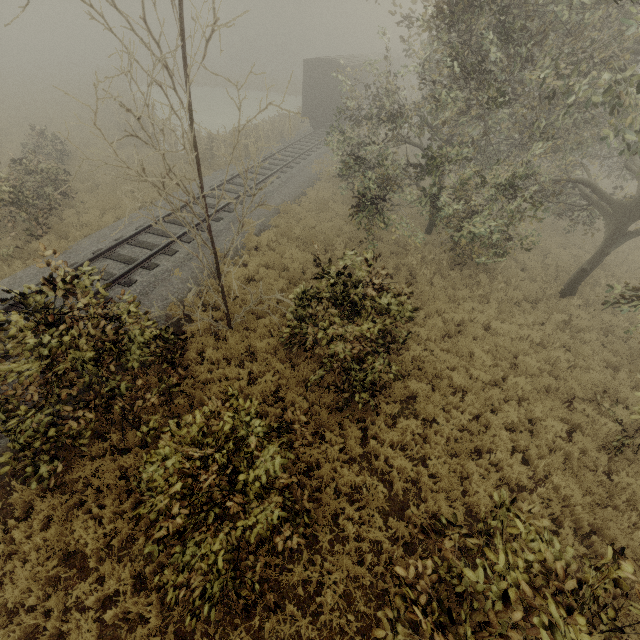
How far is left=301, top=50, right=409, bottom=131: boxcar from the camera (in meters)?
23.00

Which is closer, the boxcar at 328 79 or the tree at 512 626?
the tree at 512 626

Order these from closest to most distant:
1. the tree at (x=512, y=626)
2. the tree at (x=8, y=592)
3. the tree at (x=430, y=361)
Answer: the tree at (x=512, y=626) → the tree at (x=8, y=592) → the tree at (x=430, y=361)

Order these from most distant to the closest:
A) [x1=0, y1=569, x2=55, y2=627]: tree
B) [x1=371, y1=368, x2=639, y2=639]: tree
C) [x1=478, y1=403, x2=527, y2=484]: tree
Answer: [x1=478, y1=403, x2=527, y2=484]: tree, [x1=0, y1=569, x2=55, y2=627]: tree, [x1=371, y1=368, x2=639, y2=639]: tree

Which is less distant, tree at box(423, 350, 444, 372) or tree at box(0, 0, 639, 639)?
tree at box(0, 0, 639, 639)

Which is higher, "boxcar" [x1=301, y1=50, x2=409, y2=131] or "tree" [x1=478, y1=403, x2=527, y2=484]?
"boxcar" [x1=301, y1=50, x2=409, y2=131]

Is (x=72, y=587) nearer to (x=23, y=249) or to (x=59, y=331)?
(x=59, y=331)

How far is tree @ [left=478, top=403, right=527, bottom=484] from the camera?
7.1 meters
